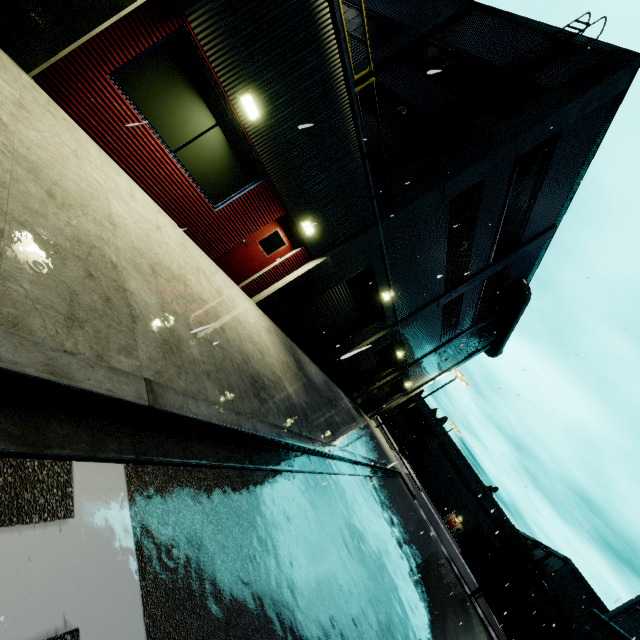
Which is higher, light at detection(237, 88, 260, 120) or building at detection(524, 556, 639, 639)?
building at detection(524, 556, 639, 639)

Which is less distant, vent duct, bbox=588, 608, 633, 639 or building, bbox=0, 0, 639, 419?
building, bbox=0, 0, 639, 419

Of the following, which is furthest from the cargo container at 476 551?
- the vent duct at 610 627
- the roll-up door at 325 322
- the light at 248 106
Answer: the light at 248 106

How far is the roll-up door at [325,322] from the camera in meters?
13.4 m

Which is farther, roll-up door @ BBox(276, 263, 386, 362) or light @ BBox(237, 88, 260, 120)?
roll-up door @ BBox(276, 263, 386, 362)

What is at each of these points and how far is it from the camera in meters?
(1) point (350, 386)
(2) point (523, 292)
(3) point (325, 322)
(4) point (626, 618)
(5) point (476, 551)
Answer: (1) roll-up door, 23.2 m
(2) vent duct, 21.0 m
(3) roll-up door, 14.9 m
(4) building, 30.9 m
(5) cargo container, 23.7 m

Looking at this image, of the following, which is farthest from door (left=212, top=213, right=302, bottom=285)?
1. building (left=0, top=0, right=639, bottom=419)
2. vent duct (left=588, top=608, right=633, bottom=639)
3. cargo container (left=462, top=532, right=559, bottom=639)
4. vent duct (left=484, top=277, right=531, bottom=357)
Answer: vent duct (left=588, top=608, right=633, bottom=639)

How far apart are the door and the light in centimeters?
254cm
